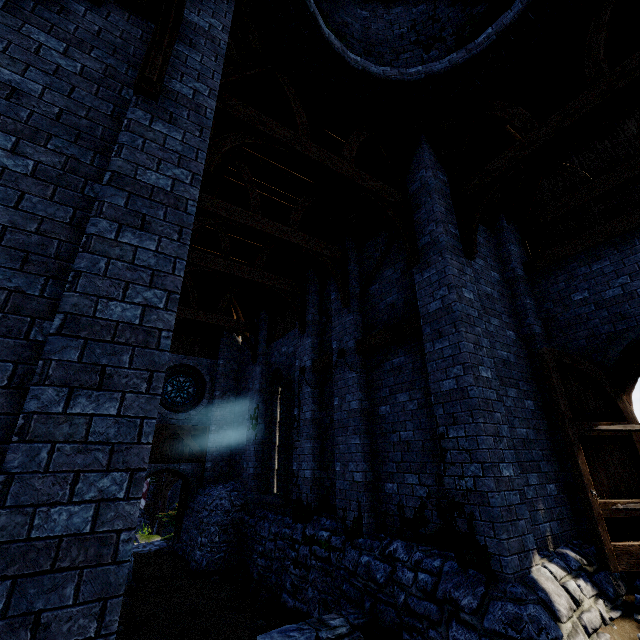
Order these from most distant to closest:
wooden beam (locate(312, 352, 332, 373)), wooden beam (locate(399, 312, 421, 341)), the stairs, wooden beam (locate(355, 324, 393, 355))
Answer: wooden beam (locate(312, 352, 332, 373)) < wooden beam (locate(355, 324, 393, 355)) < wooden beam (locate(399, 312, 421, 341)) < the stairs

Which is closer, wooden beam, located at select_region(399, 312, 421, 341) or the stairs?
the stairs

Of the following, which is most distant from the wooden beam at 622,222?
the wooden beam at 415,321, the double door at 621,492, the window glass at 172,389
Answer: the window glass at 172,389

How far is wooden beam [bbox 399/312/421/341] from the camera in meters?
6.3 m

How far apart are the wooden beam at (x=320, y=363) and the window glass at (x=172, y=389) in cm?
762

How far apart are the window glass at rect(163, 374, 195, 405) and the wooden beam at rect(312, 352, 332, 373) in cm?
762

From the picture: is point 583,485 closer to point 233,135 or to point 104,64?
point 233,135

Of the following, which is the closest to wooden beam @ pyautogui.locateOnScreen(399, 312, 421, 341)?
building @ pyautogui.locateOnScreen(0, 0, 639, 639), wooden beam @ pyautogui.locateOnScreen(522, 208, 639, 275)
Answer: building @ pyautogui.locateOnScreen(0, 0, 639, 639)
